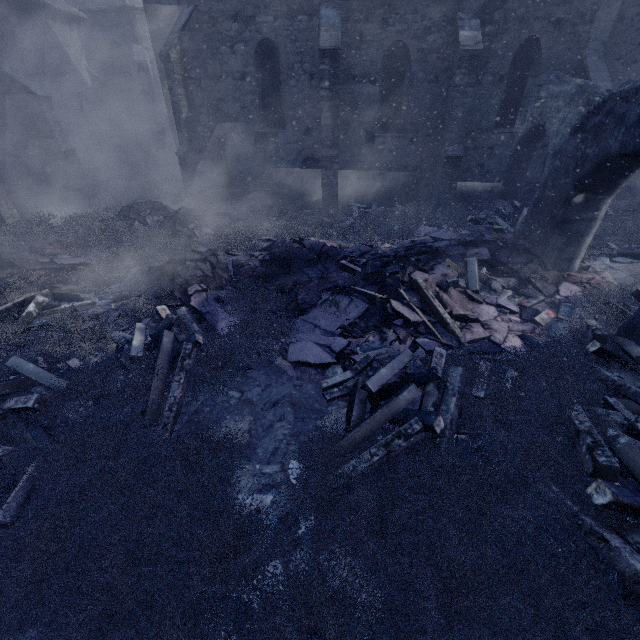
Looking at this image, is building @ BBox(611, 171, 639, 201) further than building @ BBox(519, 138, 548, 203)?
Yes

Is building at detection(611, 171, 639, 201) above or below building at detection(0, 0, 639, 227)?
below

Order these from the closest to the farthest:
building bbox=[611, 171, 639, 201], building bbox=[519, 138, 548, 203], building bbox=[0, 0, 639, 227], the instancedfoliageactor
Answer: the instancedfoliageactor < building bbox=[0, 0, 639, 227] < building bbox=[519, 138, 548, 203] < building bbox=[611, 171, 639, 201]

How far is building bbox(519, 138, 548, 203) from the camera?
12.15m

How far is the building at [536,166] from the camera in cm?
1215

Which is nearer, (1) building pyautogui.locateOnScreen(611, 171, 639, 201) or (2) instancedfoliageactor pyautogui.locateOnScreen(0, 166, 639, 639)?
(2) instancedfoliageactor pyautogui.locateOnScreen(0, 166, 639, 639)

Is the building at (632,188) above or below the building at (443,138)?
below

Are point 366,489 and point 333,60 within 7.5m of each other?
no
